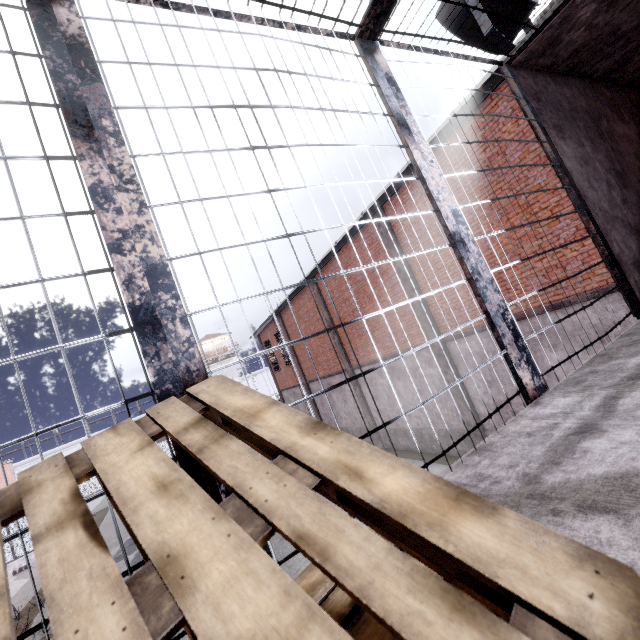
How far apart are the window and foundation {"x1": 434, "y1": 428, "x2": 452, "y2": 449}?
7.7 meters

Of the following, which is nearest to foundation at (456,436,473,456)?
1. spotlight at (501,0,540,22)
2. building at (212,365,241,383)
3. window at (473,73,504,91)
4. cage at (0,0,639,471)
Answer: window at (473,73,504,91)

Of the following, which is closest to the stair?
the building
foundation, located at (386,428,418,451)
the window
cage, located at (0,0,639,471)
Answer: cage, located at (0,0,639,471)

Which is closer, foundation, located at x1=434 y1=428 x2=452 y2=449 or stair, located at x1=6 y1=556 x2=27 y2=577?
foundation, located at x1=434 y1=428 x2=452 y2=449

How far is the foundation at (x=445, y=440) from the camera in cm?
1132

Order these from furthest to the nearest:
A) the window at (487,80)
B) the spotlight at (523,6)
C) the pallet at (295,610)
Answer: the window at (487,80) < the spotlight at (523,6) < the pallet at (295,610)

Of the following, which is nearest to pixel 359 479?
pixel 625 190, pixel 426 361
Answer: pixel 625 190

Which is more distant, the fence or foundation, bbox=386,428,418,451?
the fence
